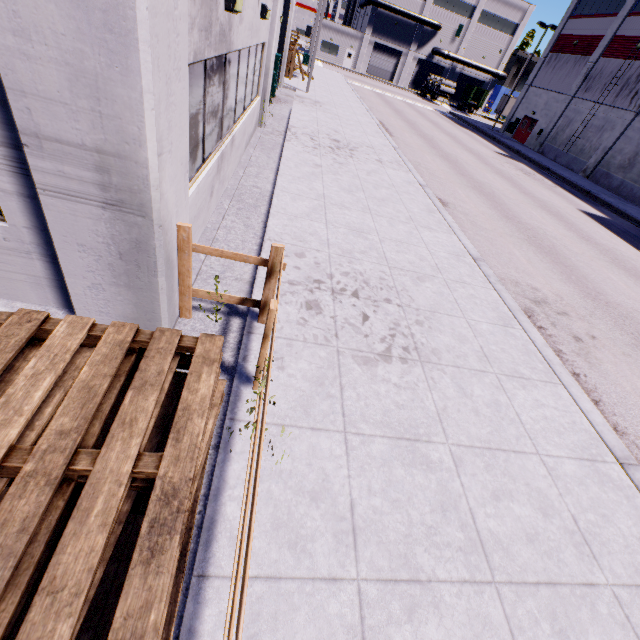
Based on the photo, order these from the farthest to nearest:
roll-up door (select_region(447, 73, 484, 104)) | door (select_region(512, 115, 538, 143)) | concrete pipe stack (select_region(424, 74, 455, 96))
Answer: roll-up door (select_region(447, 73, 484, 104)), concrete pipe stack (select_region(424, 74, 455, 96)), door (select_region(512, 115, 538, 143))

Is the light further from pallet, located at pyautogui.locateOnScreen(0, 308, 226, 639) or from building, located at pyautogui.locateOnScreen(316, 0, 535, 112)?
pallet, located at pyautogui.locateOnScreen(0, 308, 226, 639)

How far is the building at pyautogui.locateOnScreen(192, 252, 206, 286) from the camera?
4.8 meters

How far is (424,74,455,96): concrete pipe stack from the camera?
47.65m

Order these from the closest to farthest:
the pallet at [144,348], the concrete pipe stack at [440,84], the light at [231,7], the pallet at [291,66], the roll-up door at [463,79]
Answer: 1. the pallet at [144,348]
2. the light at [231,7]
3. the pallet at [291,66]
4. the concrete pipe stack at [440,84]
5. the roll-up door at [463,79]

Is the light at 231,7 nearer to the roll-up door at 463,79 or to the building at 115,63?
the building at 115,63

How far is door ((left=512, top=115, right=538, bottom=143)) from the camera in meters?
34.9

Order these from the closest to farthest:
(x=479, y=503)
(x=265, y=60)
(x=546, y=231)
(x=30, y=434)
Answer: (x=30, y=434)
(x=479, y=503)
(x=265, y=60)
(x=546, y=231)
